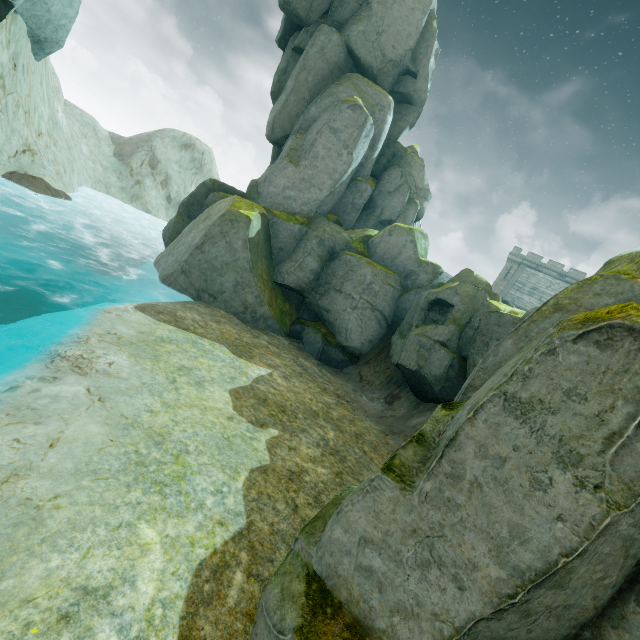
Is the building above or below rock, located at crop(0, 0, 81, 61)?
above

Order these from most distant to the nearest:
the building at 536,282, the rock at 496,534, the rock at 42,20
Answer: the building at 536,282
the rock at 42,20
the rock at 496,534

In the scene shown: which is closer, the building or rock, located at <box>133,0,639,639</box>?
rock, located at <box>133,0,639,639</box>

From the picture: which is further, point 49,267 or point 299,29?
point 299,29

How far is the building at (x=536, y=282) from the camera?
45.0m

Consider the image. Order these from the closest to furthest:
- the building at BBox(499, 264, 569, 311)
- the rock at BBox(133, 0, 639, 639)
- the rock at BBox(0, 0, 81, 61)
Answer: the rock at BBox(133, 0, 639, 639)
the rock at BBox(0, 0, 81, 61)
the building at BBox(499, 264, 569, 311)

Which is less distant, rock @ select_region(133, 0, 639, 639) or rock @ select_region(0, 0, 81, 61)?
rock @ select_region(133, 0, 639, 639)

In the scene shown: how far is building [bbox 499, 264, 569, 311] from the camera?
45.0m
